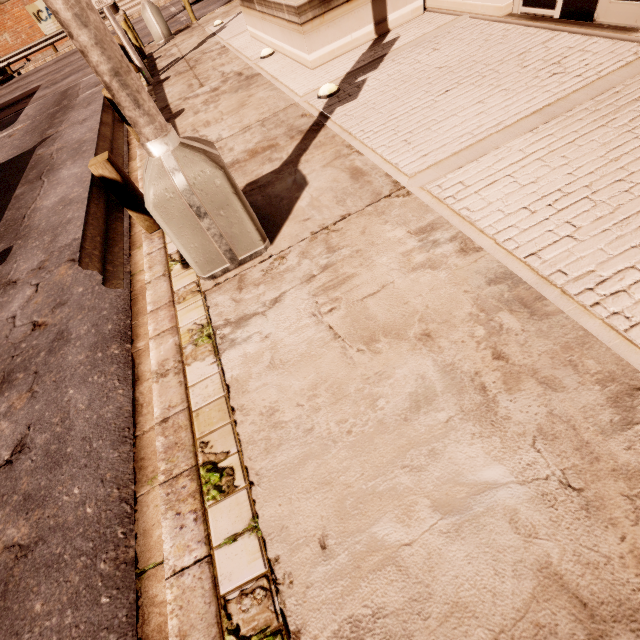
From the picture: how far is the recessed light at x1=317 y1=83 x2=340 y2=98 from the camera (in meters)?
5.33

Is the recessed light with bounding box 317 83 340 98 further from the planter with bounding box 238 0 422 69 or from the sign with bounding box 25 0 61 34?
the sign with bounding box 25 0 61 34

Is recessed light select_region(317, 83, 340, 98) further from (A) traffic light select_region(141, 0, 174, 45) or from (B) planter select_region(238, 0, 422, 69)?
(A) traffic light select_region(141, 0, 174, 45)

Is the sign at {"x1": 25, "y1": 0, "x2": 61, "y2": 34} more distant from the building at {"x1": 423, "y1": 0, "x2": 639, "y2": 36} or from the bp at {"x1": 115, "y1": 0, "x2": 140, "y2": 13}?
the building at {"x1": 423, "y1": 0, "x2": 639, "y2": 36}

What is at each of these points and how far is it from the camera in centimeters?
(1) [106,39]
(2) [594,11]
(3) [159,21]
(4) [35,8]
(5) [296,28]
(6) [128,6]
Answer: (1) street light, 218cm
(2) building, 428cm
(3) traffic light, 1236cm
(4) sign, 2320cm
(5) planter, 605cm
(6) bp, 2514cm

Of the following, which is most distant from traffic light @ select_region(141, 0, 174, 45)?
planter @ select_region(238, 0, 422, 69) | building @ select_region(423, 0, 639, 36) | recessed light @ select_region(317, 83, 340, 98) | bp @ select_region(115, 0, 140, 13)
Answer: bp @ select_region(115, 0, 140, 13)

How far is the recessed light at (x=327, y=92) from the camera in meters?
5.3

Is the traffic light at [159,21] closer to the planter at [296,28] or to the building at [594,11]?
the planter at [296,28]
